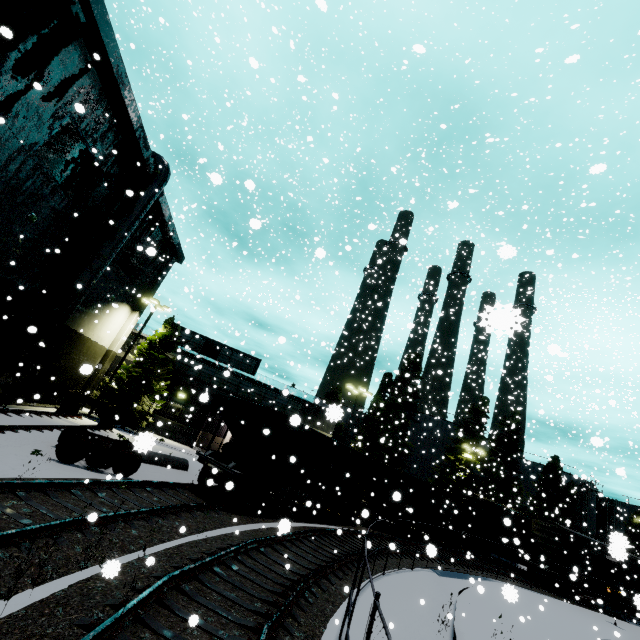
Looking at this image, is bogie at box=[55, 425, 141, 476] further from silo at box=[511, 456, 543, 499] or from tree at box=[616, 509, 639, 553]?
tree at box=[616, 509, 639, 553]

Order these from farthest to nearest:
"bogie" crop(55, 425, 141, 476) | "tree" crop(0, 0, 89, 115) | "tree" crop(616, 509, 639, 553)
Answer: "bogie" crop(55, 425, 141, 476) → "tree" crop(0, 0, 89, 115) → "tree" crop(616, 509, 639, 553)

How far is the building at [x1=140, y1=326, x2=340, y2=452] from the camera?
29.0m

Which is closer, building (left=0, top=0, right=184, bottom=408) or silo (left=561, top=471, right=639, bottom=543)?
building (left=0, top=0, right=184, bottom=408)

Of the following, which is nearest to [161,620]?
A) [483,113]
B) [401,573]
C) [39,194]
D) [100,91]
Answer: [401,573]

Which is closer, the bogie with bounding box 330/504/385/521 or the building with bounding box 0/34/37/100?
the building with bounding box 0/34/37/100

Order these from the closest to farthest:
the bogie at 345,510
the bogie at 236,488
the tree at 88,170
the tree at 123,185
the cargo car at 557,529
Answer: the bogie at 236,488 → the tree at 88,170 → the tree at 123,185 → the bogie at 345,510 → the cargo car at 557,529

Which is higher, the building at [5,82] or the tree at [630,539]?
the building at [5,82]
